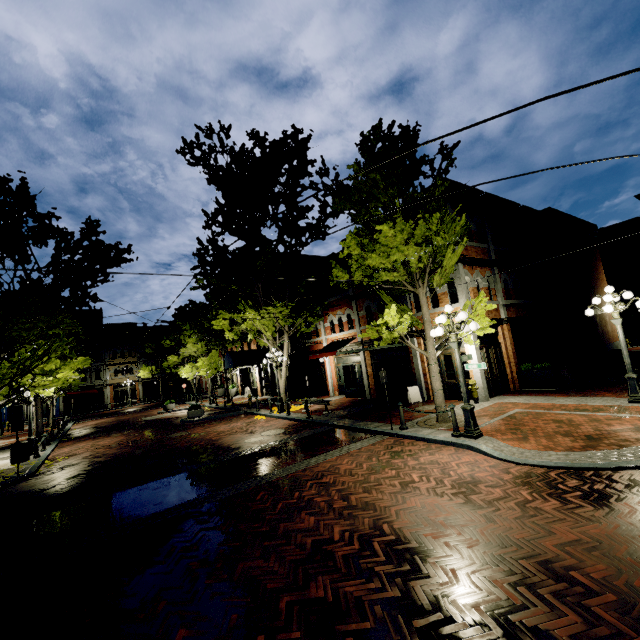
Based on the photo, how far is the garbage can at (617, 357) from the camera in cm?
1739

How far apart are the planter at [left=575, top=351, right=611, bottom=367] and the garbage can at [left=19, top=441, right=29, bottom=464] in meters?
28.6

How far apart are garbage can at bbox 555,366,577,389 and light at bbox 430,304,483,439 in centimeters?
702cm

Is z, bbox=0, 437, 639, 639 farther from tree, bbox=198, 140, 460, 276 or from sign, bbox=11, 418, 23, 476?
sign, bbox=11, 418, 23, 476

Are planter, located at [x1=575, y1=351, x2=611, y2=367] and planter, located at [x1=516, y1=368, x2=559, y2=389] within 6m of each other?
no

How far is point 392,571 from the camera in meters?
4.1

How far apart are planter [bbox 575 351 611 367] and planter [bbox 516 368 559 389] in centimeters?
688cm

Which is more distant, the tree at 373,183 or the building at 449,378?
the building at 449,378
